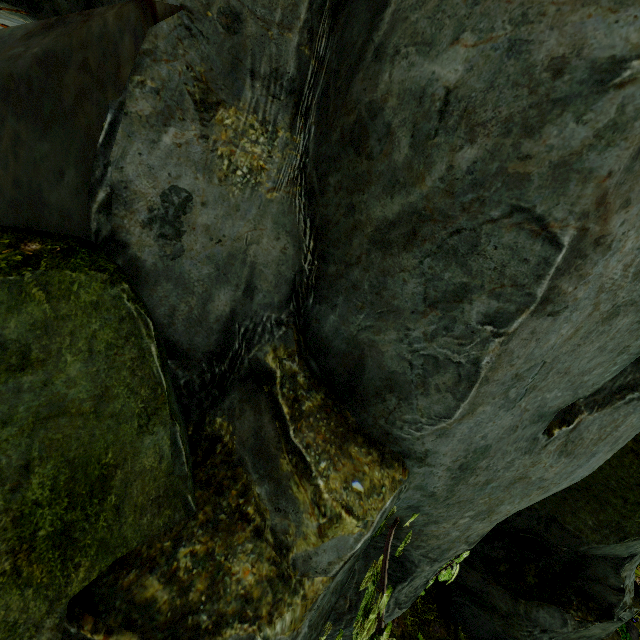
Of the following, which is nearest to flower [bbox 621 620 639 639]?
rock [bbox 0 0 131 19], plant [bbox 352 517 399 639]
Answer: rock [bbox 0 0 131 19]

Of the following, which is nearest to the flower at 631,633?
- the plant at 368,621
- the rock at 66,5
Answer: the rock at 66,5

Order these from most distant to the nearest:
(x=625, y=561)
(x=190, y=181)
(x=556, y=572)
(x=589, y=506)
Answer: (x=556, y=572) → (x=625, y=561) → (x=589, y=506) → (x=190, y=181)

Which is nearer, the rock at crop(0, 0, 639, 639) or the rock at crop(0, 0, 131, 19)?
the rock at crop(0, 0, 639, 639)

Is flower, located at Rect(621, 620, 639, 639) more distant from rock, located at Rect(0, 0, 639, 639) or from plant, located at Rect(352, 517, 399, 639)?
plant, located at Rect(352, 517, 399, 639)
